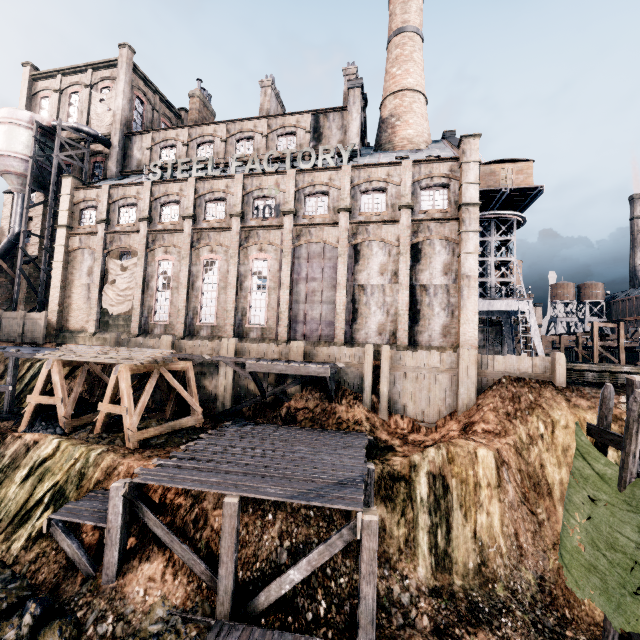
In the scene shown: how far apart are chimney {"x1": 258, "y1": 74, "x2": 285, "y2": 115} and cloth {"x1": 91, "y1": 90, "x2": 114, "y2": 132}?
16.2 meters

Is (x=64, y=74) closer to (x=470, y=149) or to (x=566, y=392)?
(x=470, y=149)

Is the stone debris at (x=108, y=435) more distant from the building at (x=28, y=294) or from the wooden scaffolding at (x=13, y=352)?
the building at (x=28, y=294)

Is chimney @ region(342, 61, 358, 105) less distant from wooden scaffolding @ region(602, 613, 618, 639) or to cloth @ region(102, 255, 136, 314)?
cloth @ region(102, 255, 136, 314)

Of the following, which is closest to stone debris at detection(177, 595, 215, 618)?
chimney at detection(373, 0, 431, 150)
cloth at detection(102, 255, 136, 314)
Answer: cloth at detection(102, 255, 136, 314)

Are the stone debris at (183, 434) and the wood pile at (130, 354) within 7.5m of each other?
yes

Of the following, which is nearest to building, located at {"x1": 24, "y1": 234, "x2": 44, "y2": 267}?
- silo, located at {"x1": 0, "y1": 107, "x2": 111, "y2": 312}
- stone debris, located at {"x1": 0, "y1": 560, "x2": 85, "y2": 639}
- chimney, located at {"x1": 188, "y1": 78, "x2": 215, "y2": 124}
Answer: silo, located at {"x1": 0, "y1": 107, "x2": 111, "y2": 312}

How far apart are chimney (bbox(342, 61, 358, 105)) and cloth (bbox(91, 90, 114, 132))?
25.4 meters
